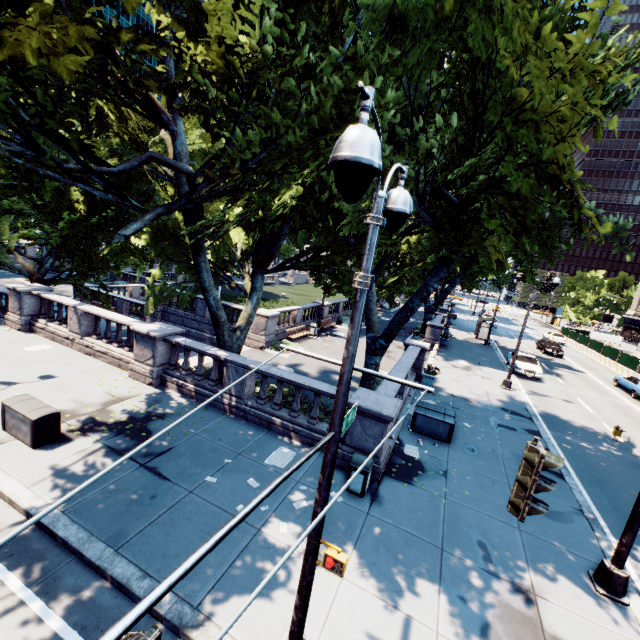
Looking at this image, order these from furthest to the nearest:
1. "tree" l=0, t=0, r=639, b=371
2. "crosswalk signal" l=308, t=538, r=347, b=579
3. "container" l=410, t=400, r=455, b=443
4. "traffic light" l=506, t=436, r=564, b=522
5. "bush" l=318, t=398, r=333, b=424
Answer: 1. "container" l=410, t=400, r=455, b=443
2. "bush" l=318, t=398, r=333, b=424
3. "tree" l=0, t=0, r=639, b=371
4. "crosswalk signal" l=308, t=538, r=347, b=579
5. "traffic light" l=506, t=436, r=564, b=522

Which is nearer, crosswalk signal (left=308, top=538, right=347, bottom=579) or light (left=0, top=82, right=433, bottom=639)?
light (left=0, top=82, right=433, bottom=639)

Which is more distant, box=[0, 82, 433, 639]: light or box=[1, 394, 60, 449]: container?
box=[1, 394, 60, 449]: container

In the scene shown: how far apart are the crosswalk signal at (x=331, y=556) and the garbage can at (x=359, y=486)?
4.3m

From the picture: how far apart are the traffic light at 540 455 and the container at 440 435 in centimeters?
874cm

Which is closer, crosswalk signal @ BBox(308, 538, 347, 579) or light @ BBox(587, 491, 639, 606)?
crosswalk signal @ BBox(308, 538, 347, 579)

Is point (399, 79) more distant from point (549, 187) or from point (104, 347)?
point (104, 347)

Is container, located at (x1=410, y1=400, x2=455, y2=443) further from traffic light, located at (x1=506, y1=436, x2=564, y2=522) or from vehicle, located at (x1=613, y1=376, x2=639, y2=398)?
vehicle, located at (x1=613, y1=376, x2=639, y2=398)
